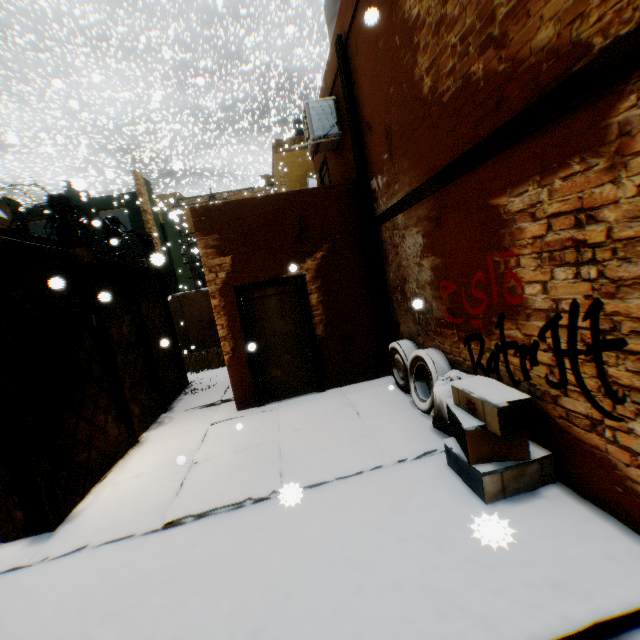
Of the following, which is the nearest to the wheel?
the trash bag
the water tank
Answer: the trash bag

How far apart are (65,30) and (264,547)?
42.4m

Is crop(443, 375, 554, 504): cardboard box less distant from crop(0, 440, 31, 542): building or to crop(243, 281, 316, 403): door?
crop(0, 440, 31, 542): building

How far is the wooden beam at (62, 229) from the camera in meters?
5.3 m

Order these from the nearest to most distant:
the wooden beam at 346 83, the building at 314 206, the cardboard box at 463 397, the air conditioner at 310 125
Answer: the building at 314 206 → the cardboard box at 463 397 → the wooden beam at 346 83 → the air conditioner at 310 125

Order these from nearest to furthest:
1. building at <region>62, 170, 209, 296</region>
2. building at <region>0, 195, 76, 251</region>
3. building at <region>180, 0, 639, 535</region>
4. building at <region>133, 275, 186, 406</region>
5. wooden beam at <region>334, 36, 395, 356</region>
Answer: building at <region>180, 0, 639, 535</region>, building at <region>0, 195, 76, 251</region>, wooden beam at <region>334, 36, 395, 356</region>, building at <region>133, 275, 186, 406</region>, building at <region>62, 170, 209, 296</region>

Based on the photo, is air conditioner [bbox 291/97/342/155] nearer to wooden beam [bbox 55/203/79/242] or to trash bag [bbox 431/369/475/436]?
wooden beam [bbox 55/203/79/242]

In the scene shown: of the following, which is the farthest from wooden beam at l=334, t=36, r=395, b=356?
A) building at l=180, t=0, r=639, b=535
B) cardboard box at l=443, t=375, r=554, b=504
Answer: cardboard box at l=443, t=375, r=554, b=504
